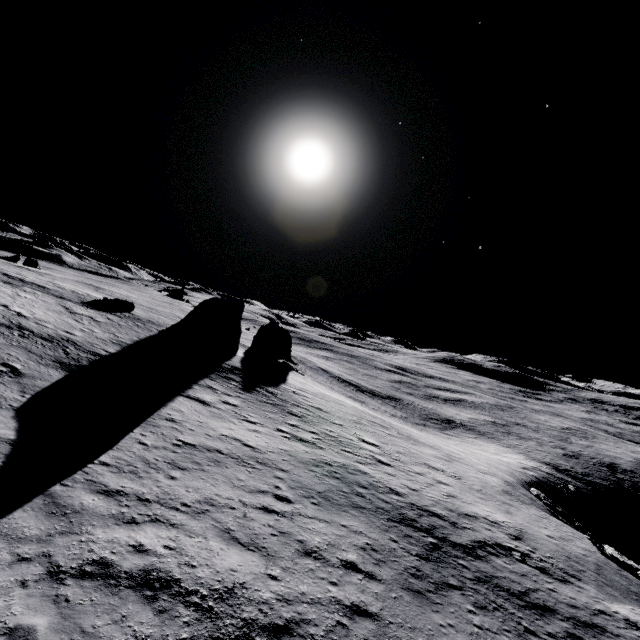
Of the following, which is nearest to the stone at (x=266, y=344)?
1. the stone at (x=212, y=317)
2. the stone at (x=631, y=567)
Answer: the stone at (x=212, y=317)

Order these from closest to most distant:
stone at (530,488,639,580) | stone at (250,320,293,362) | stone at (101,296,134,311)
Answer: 1. stone at (530,488,639,580)
2. stone at (101,296,134,311)
3. stone at (250,320,293,362)

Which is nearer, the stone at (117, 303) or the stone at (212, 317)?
the stone at (212, 317)

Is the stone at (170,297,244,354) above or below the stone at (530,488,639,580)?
above

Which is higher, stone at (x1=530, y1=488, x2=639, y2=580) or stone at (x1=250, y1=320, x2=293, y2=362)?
stone at (x1=250, y1=320, x2=293, y2=362)

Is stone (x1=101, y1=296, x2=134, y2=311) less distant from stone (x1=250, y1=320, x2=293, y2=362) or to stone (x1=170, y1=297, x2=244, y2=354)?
stone (x1=170, y1=297, x2=244, y2=354)

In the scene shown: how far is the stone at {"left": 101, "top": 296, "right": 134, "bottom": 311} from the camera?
36.7 meters

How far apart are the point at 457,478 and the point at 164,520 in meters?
18.5
